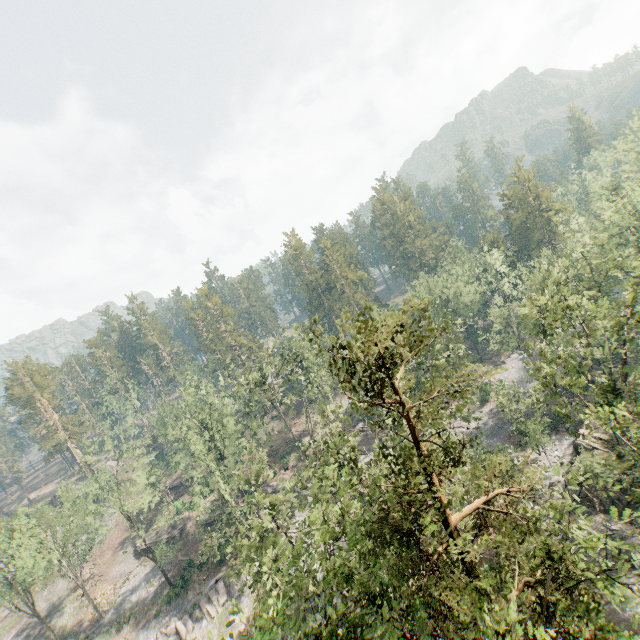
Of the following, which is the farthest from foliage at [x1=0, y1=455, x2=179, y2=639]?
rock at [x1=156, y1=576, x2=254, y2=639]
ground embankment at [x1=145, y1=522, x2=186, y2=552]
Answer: ground embankment at [x1=145, y1=522, x2=186, y2=552]

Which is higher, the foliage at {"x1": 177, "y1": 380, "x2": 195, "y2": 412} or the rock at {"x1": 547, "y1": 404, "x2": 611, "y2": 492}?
the foliage at {"x1": 177, "y1": 380, "x2": 195, "y2": 412}

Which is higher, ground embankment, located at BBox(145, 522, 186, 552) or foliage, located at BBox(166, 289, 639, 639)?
foliage, located at BBox(166, 289, 639, 639)

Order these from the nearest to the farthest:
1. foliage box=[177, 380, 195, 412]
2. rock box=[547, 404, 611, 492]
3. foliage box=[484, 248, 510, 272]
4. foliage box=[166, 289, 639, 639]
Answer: foliage box=[166, 289, 639, 639] → rock box=[547, 404, 611, 492] → foliage box=[177, 380, 195, 412] → foliage box=[484, 248, 510, 272]

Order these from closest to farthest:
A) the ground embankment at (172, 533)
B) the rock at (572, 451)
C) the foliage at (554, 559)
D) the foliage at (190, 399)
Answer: the foliage at (554, 559), the rock at (572, 451), the foliage at (190, 399), the ground embankment at (172, 533)

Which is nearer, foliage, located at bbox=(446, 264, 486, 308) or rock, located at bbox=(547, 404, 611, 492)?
rock, located at bbox=(547, 404, 611, 492)

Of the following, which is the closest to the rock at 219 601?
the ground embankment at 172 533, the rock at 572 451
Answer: the ground embankment at 172 533

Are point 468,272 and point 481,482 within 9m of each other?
no
